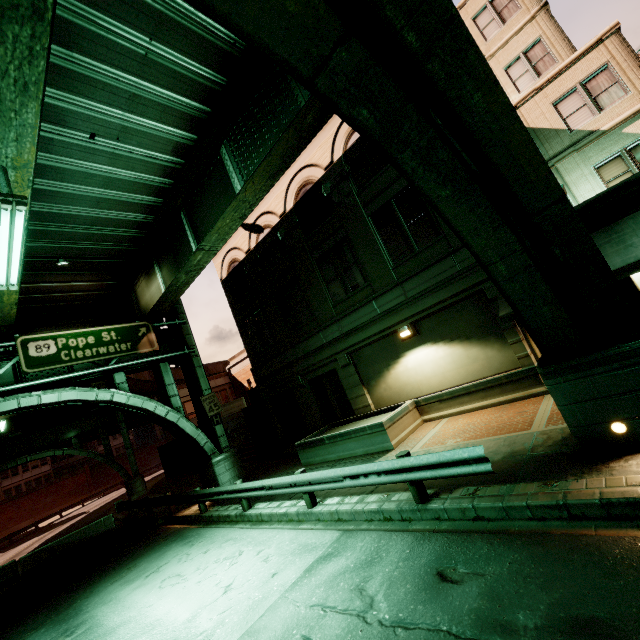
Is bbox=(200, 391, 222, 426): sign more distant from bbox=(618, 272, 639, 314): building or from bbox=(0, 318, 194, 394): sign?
bbox=(618, 272, 639, 314): building

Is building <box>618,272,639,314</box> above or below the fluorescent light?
below

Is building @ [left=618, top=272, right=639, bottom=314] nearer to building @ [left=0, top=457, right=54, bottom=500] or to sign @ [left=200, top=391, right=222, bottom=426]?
sign @ [left=200, top=391, right=222, bottom=426]

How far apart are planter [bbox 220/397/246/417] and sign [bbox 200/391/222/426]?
9.16m

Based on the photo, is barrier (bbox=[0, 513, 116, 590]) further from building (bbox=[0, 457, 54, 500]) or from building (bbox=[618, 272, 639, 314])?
building (bbox=[0, 457, 54, 500])

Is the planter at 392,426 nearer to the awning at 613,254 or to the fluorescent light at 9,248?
the awning at 613,254

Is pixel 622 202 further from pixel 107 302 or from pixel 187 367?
pixel 107 302

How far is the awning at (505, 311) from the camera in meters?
9.3 m
